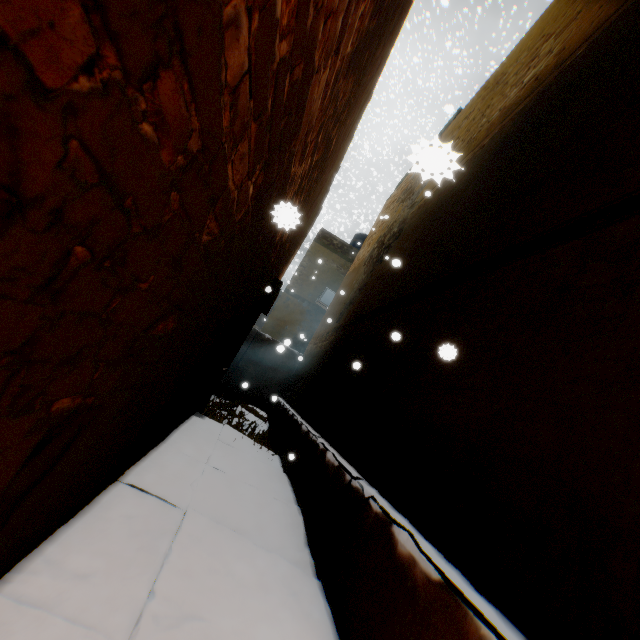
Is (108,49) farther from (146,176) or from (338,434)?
(338,434)
